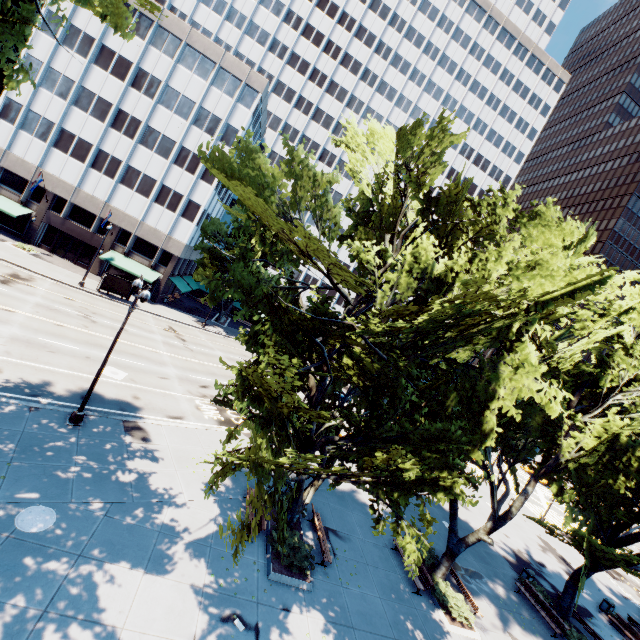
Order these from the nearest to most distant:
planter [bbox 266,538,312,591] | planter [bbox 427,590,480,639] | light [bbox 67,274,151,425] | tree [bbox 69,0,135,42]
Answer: tree [bbox 69,0,135,42] < planter [bbox 266,538,312,591] < light [bbox 67,274,151,425] < planter [bbox 427,590,480,639]

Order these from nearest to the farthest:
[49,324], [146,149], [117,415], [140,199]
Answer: [117,415]
[49,324]
[146,149]
[140,199]

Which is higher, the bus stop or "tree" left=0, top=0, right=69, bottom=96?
"tree" left=0, top=0, right=69, bottom=96

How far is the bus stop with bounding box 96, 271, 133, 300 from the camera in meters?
35.3 m

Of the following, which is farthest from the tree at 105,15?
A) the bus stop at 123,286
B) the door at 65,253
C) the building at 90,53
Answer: the door at 65,253

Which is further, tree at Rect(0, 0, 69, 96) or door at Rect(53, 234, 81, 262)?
door at Rect(53, 234, 81, 262)

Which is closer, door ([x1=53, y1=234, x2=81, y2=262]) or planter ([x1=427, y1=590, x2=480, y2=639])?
planter ([x1=427, y1=590, x2=480, y2=639])

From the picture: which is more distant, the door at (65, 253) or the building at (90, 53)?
the door at (65, 253)
